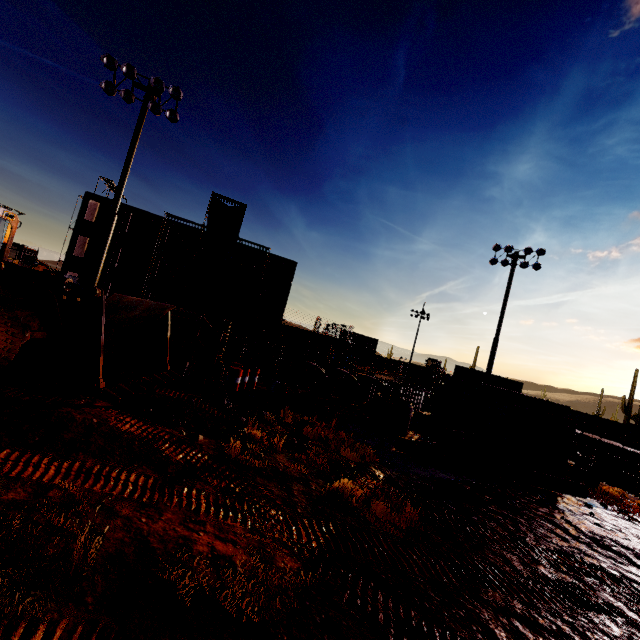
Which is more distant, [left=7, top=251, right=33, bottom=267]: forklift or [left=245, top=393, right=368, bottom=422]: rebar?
[left=7, top=251, right=33, bottom=267]: forklift

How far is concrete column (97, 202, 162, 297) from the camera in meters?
35.0 m

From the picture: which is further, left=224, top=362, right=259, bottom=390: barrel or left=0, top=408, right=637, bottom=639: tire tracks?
left=224, top=362, right=259, bottom=390: barrel

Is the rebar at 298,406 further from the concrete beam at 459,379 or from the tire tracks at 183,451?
the concrete beam at 459,379

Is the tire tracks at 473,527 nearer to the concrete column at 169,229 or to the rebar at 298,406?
the rebar at 298,406

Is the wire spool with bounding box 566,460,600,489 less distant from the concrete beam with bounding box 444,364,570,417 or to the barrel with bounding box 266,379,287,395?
the concrete beam with bounding box 444,364,570,417

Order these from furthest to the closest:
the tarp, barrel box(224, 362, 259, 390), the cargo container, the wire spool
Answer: the cargo container < the tarp < barrel box(224, 362, 259, 390) < the wire spool

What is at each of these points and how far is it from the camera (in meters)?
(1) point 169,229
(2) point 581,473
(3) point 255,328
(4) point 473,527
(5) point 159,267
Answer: (1) concrete column, 40.41
(2) wire spool, 12.48
(3) concrete column, 44.38
(4) tire tracks, 6.68
(5) concrete column, 40.19
